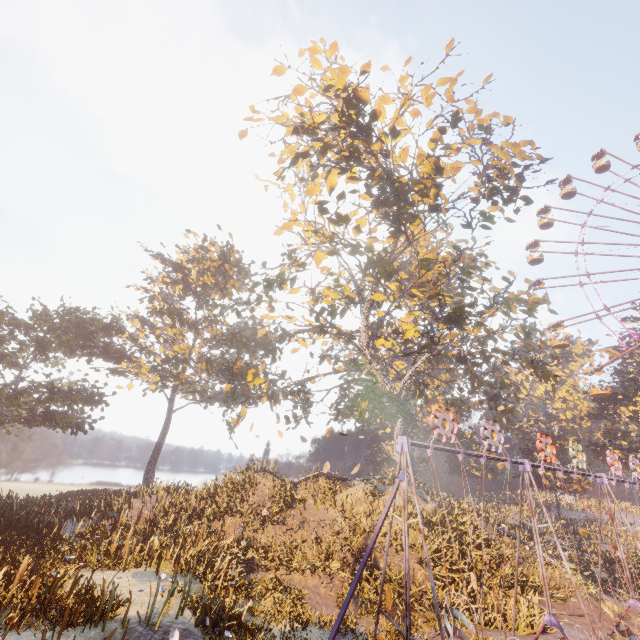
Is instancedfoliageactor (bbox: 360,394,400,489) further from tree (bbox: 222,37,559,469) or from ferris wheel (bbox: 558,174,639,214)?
ferris wheel (bbox: 558,174,639,214)

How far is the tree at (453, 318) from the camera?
16.31m

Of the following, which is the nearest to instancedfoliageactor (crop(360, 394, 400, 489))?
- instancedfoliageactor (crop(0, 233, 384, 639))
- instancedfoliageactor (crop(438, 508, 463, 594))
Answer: instancedfoliageactor (crop(438, 508, 463, 594))

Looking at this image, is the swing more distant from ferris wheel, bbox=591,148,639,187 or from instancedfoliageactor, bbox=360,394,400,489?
instancedfoliageactor, bbox=360,394,400,489

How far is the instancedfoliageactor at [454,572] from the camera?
14.3m

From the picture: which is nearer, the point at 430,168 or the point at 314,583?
the point at 314,583

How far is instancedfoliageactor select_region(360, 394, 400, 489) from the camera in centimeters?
2644cm

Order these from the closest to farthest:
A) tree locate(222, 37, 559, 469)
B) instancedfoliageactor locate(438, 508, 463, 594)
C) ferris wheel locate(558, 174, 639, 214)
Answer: instancedfoliageactor locate(438, 508, 463, 594)
tree locate(222, 37, 559, 469)
ferris wheel locate(558, 174, 639, 214)
